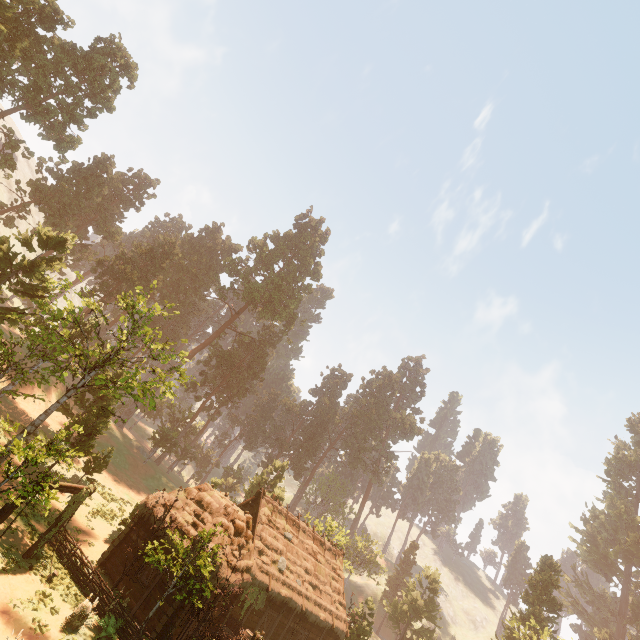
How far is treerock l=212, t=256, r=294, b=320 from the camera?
54.1m

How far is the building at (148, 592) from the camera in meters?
17.2

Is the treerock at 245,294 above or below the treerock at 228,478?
above

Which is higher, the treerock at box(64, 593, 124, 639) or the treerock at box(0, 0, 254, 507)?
the treerock at box(0, 0, 254, 507)

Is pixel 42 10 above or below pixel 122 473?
above

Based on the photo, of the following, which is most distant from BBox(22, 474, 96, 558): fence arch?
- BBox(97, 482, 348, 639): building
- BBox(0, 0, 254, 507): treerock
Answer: BBox(0, 0, 254, 507): treerock

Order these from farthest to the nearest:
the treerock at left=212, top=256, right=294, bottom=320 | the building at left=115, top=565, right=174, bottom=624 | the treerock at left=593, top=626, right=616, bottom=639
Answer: the treerock at left=593, top=626, right=616, bottom=639 → the treerock at left=212, top=256, right=294, bottom=320 → the building at left=115, top=565, right=174, bottom=624
